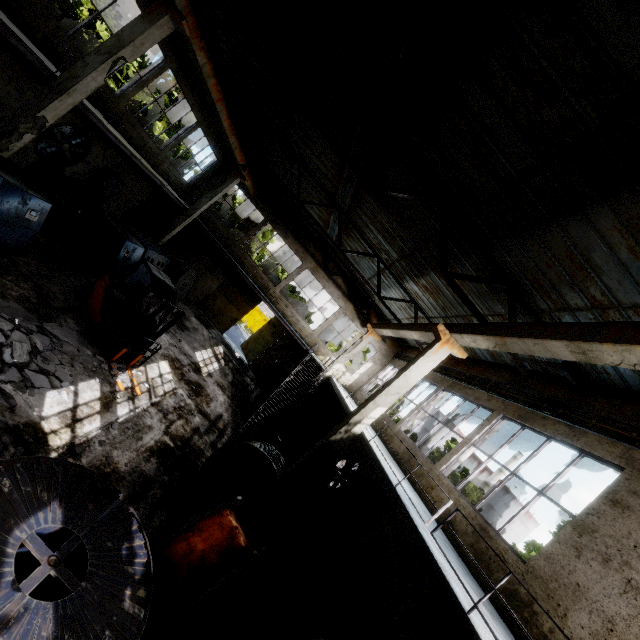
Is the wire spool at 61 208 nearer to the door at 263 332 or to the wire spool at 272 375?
the wire spool at 272 375

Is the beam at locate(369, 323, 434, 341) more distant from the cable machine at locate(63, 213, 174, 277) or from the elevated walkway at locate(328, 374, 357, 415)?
the cable machine at locate(63, 213, 174, 277)

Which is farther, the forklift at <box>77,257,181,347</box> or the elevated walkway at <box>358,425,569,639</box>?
the forklift at <box>77,257,181,347</box>

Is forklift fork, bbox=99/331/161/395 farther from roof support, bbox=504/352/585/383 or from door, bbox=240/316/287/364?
door, bbox=240/316/287/364

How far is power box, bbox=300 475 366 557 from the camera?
10.4 meters

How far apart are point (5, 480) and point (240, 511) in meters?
3.9 m

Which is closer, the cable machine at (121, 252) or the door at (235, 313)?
the cable machine at (121, 252)

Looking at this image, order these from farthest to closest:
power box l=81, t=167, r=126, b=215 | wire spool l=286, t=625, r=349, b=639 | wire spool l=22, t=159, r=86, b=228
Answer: power box l=81, t=167, r=126, b=215, wire spool l=22, t=159, r=86, b=228, wire spool l=286, t=625, r=349, b=639
